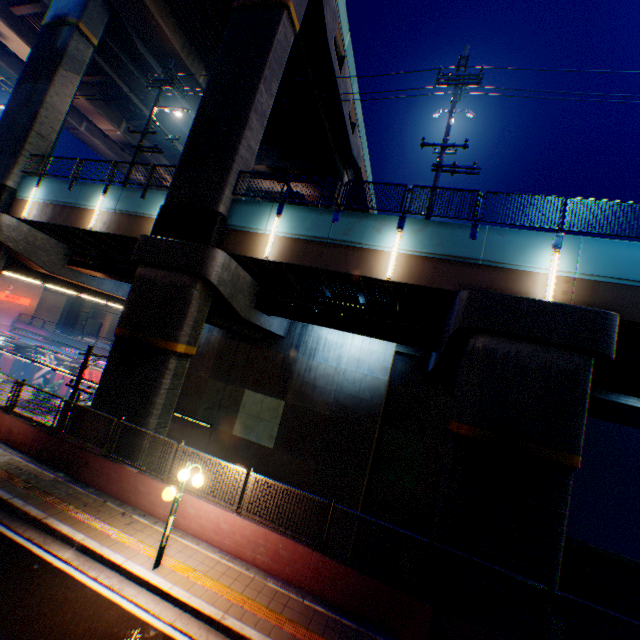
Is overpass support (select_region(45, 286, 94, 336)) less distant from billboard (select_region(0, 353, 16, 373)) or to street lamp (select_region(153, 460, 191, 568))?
street lamp (select_region(153, 460, 191, 568))

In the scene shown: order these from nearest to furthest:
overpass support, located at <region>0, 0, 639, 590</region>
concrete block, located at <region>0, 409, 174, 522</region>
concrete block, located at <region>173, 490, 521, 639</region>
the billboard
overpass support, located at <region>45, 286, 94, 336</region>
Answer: concrete block, located at <region>173, 490, 521, 639</region> < overpass support, located at <region>0, 0, 639, 590</region> < concrete block, located at <region>0, 409, 174, 522</region> < the billboard < overpass support, located at <region>45, 286, 94, 336</region>

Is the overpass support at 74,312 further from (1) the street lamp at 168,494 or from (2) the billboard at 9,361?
(2) the billboard at 9,361

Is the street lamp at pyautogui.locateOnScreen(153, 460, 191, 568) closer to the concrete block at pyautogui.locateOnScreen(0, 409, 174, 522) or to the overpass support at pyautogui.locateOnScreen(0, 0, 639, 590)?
the concrete block at pyautogui.locateOnScreen(0, 409, 174, 522)

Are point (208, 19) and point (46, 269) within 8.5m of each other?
no

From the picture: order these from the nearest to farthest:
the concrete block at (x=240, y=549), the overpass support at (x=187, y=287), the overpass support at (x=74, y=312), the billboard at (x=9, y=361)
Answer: the concrete block at (x=240, y=549), the overpass support at (x=187, y=287), the billboard at (x=9, y=361), the overpass support at (x=74, y=312)

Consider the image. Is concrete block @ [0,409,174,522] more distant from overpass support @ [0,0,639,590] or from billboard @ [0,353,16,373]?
billboard @ [0,353,16,373]

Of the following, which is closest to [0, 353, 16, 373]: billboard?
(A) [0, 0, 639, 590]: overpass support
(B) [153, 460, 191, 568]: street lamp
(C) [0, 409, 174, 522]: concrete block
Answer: (A) [0, 0, 639, 590]: overpass support
